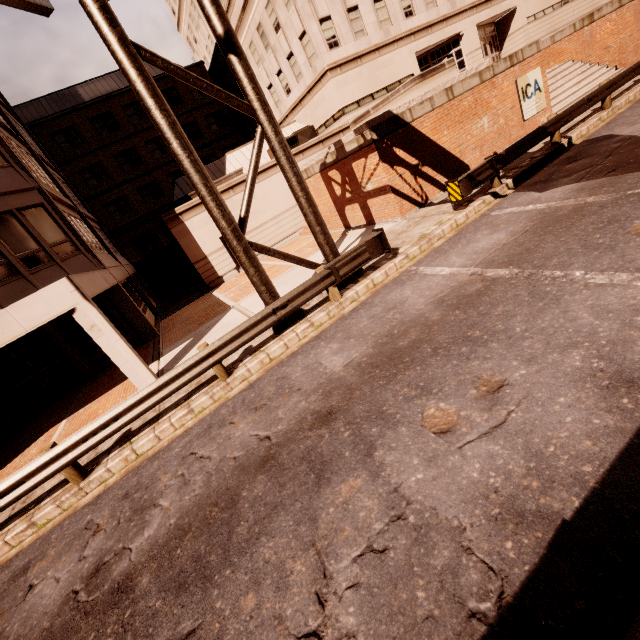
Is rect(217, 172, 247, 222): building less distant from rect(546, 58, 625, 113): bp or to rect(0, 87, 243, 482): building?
rect(0, 87, 243, 482): building

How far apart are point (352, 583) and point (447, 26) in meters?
34.1 m

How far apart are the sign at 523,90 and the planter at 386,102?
2.6 meters

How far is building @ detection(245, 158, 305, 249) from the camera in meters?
20.3 m

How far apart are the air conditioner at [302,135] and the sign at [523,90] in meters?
12.7

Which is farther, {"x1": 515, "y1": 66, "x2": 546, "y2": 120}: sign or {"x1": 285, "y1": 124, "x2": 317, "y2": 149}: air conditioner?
{"x1": 285, "y1": 124, "x2": 317, "y2": 149}: air conditioner

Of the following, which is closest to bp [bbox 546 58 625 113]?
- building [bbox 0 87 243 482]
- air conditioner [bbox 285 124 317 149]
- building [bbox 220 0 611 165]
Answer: building [bbox 220 0 611 165]

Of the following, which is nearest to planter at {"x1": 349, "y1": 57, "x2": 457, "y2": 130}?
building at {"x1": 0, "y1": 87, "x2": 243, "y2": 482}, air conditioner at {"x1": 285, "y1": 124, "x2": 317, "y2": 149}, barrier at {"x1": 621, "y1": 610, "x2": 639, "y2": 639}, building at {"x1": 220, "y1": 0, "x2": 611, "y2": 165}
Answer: building at {"x1": 220, "y1": 0, "x2": 611, "y2": 165}
